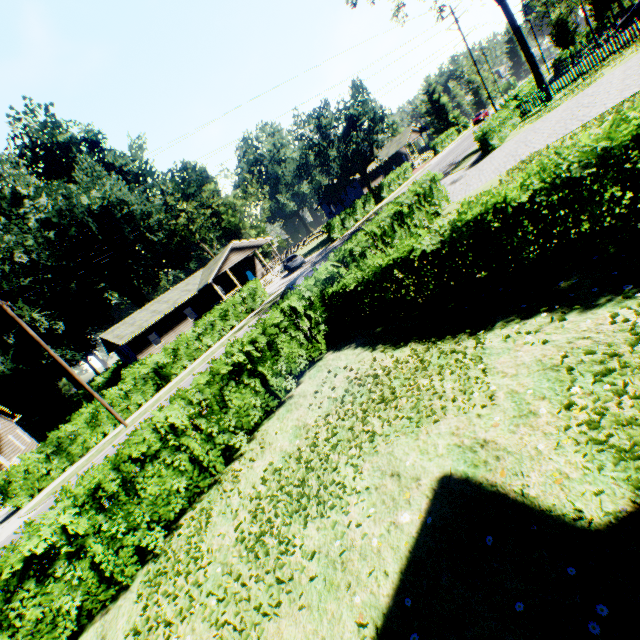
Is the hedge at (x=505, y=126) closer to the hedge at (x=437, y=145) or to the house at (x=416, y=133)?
the house at (x=416, y=133)

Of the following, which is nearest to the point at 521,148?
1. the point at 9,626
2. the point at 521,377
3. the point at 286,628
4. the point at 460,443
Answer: the point at 521,377

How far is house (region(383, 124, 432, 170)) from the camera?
56.9m

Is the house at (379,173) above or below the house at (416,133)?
below

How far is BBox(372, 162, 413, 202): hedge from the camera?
42.3 meters

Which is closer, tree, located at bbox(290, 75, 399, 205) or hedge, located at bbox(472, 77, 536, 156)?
hedge, located at bbox(472, 77, 536, 156)
